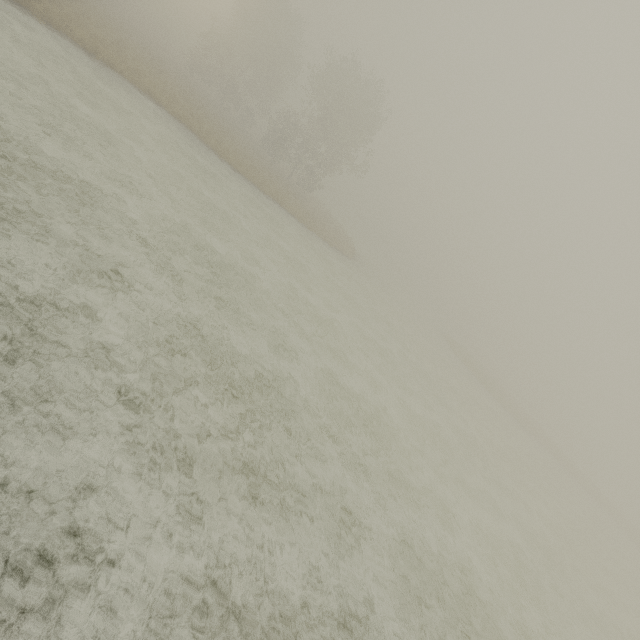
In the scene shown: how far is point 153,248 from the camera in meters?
9.1
